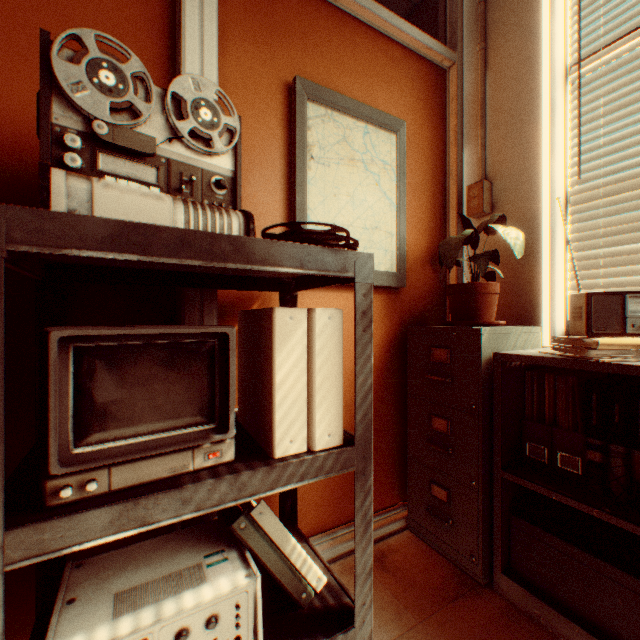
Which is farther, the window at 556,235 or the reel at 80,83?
the window at 556,235

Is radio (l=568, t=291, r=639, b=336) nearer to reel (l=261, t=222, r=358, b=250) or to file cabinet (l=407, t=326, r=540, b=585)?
file cabinet (l=407, t=326, r=540, b=585)

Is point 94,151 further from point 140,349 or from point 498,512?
point 498,512

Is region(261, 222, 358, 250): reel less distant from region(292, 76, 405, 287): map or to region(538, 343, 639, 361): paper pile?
region(292, 76, 405, 287): map

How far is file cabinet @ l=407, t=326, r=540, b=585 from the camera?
1.4 meters

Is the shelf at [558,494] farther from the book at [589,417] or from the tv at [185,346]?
the tv at [185,346]

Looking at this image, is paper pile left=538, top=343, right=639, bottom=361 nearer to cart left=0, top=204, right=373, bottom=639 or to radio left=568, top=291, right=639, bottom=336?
radio left=568, top=291, right=639, bottom=336

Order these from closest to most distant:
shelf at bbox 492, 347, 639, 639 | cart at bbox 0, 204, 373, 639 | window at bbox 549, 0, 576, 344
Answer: cart at bbox 0, 204, 373, 639
shelf at bbox 492, 347, 639, 639
window at bbox 549, 0, 576, 344
